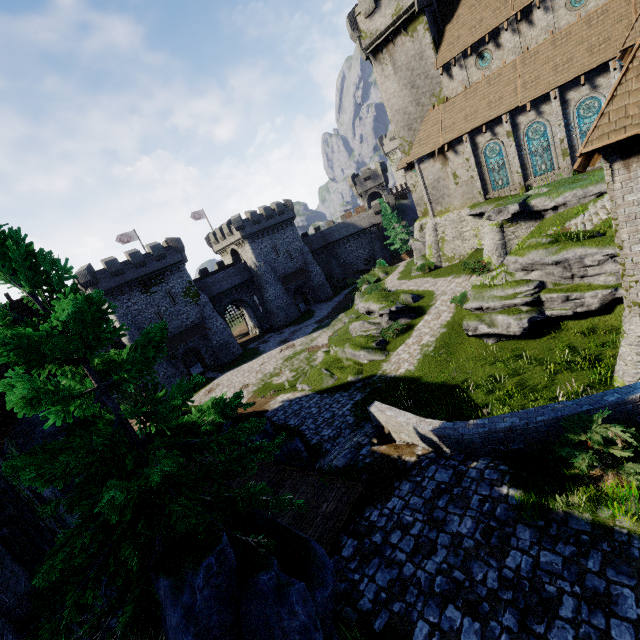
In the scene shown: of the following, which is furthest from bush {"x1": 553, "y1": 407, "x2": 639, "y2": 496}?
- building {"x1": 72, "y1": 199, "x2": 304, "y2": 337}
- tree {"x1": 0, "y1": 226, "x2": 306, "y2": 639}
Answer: building {"x1": 72, "y1": 199, "x2": 304, "y2": 337}

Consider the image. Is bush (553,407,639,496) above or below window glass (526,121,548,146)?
below

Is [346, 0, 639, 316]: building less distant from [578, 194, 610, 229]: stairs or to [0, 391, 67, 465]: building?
[578, 194, 610, 229]: stairs

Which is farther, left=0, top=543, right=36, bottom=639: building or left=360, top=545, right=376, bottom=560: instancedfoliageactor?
left=360, top=545, right=376, bottom=560: instancedfoliageactor

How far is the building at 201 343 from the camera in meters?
39.5 m

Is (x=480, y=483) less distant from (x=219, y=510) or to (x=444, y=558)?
(x=444, y=558)

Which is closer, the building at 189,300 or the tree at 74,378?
the tree at 74,378

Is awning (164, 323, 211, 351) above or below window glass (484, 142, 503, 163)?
below
